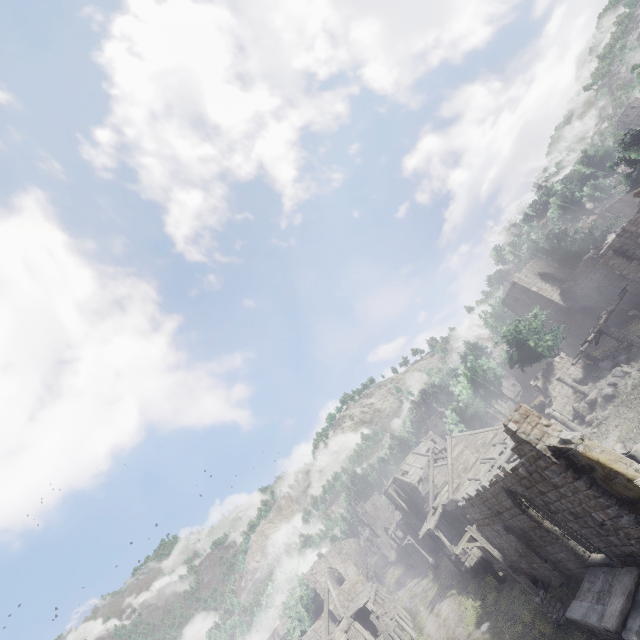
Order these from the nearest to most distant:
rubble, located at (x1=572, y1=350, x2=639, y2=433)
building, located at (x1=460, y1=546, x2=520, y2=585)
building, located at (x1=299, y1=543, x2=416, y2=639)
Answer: building, located at (x1=460, y1=546, x2=520, y2=585) → rubble, located at (x1=572, y1=350, x2=639, y2=433) → building, located at (x1=299, y1=543, x2=416, y2=639)

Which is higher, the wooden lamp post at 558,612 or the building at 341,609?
the building at 341,609

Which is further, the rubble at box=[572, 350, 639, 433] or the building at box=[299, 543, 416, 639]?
the building at box=[299, 543, 416, 639]

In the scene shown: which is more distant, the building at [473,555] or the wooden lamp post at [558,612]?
the building at [473,555]

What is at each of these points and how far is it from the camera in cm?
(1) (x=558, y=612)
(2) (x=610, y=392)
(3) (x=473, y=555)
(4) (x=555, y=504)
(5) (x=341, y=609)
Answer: (1) wooden lamp post, 1406
(2) rubble, 2209
(3) building, 2475
(4) building, 1307
(5) building, 3045

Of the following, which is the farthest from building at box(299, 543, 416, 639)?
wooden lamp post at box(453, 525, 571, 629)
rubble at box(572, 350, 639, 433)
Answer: wooden lamp post at box(453, 525, 571, 629)

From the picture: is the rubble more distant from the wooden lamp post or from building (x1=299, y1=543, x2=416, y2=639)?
the wooden lamp post

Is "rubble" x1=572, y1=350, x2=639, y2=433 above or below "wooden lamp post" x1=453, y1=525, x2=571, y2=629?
above
